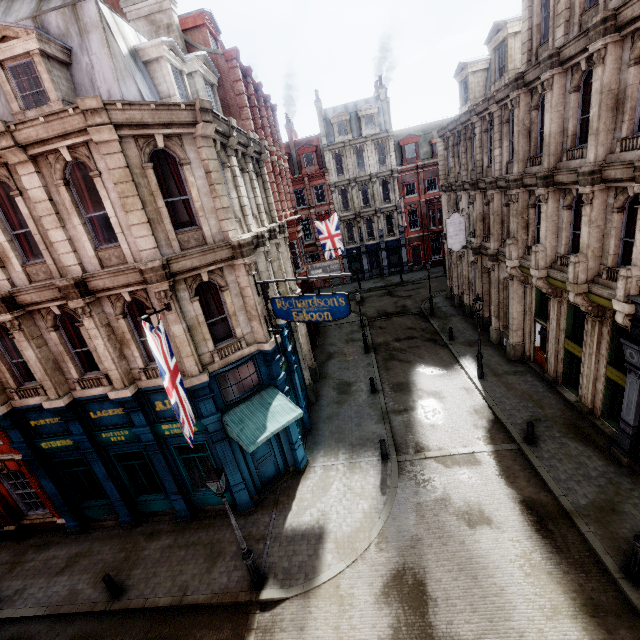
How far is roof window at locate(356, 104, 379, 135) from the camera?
A: 36.3 meters

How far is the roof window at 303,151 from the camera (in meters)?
38.09

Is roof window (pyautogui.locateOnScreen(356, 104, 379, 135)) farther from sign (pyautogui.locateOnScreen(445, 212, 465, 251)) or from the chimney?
the chimney

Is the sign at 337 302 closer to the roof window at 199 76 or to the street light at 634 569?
the roof window at 199 76

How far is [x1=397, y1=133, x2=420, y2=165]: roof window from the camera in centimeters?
3712cm

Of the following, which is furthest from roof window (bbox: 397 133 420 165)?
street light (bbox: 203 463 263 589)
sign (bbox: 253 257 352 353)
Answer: street light (bbox: 203 463 263 589)

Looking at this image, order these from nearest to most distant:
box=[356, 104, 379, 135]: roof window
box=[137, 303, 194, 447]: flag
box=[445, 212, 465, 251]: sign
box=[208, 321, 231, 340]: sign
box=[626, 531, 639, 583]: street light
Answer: box=[137, 303, 194, 447]: flag
box=[626, 531, 639, 583]: street light
box=[208, 321, 231, 340]: sign
box=[445, 212, 465, 251]: sign
box=[356, 104, 379, 135]: roof window

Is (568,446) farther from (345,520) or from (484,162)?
(484,162)
